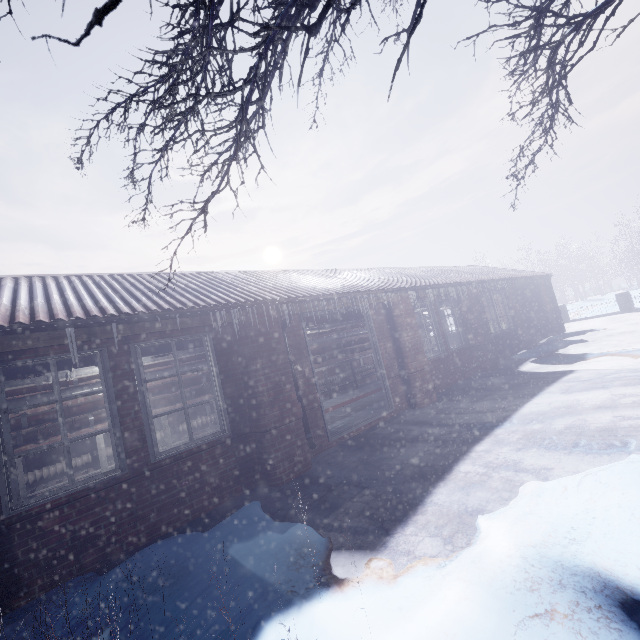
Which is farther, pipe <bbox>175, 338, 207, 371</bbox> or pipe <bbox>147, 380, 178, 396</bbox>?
pipe <bbox>147, 380, 178, 396</bbox>

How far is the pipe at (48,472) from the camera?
5.0 meters

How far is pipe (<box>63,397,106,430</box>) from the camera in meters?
5.4 m

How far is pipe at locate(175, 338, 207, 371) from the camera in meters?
4.4

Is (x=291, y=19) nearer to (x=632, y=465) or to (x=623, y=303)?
(x=632, y=465)

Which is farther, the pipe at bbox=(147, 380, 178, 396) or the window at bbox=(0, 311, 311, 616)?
the pipe at bbox=(147, 380, 178, 396)

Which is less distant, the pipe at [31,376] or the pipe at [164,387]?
the pipe at [31,376]

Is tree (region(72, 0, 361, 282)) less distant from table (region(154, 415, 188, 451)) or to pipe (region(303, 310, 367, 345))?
pipe (region(303, 310, 367, 345))
